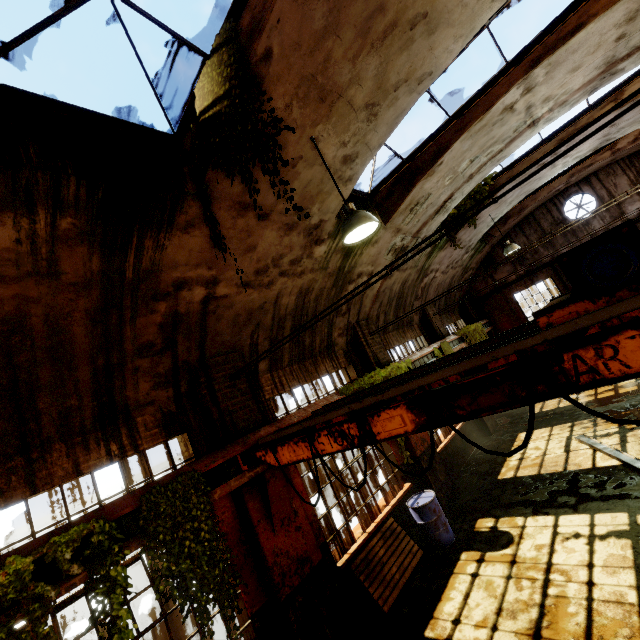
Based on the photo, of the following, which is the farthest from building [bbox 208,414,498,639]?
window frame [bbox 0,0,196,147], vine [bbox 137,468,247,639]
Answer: vine [bbox 137,468,247,639]

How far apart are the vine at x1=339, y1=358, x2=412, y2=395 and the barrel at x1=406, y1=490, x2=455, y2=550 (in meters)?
0.73

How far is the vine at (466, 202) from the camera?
10.6 meters

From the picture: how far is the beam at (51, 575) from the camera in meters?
3.4

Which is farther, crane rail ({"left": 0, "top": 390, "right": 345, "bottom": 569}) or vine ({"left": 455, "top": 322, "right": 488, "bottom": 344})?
vine ({"left": 455, "top": 322, "right": 488, "bottom": 344})

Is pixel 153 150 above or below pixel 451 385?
above

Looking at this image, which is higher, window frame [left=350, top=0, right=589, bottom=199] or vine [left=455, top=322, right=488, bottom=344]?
window frame [left=350, top=0, right=589, bottom=199]

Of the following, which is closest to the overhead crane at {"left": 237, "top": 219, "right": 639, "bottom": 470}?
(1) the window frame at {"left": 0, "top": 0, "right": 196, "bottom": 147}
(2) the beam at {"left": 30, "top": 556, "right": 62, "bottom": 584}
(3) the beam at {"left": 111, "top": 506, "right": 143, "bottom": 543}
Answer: (3) the beam at {"left": 111, "top": 506, "right": 143, "bottom": 543}
